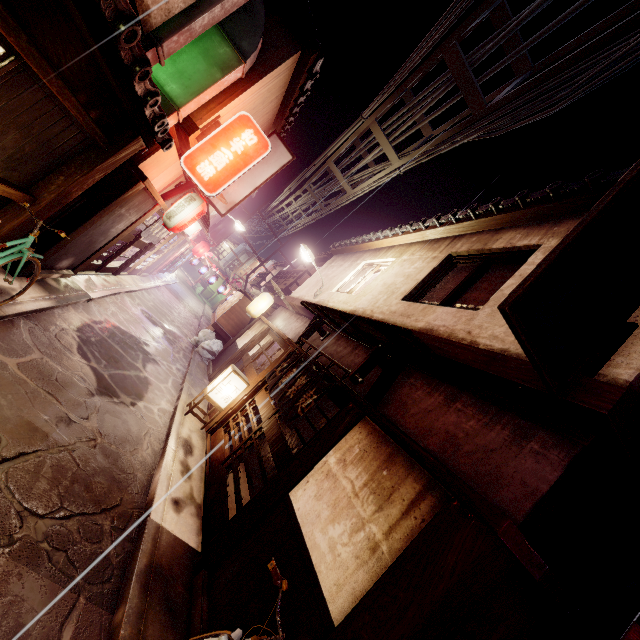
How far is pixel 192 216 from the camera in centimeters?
1445cm

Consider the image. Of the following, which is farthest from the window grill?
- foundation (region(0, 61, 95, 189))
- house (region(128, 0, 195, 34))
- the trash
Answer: the trash

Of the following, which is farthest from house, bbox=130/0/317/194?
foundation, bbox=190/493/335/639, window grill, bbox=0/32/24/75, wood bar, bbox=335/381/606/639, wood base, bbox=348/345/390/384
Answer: foundation, bbox=190/493/335/639

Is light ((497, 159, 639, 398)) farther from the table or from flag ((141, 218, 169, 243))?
the table

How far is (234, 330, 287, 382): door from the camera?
16.1m

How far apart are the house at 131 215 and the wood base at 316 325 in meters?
8.4 m

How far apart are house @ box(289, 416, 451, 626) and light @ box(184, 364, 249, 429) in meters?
7.0 m

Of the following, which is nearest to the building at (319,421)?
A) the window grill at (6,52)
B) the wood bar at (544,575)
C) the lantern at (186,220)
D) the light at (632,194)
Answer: the wood bar at (544,575)
